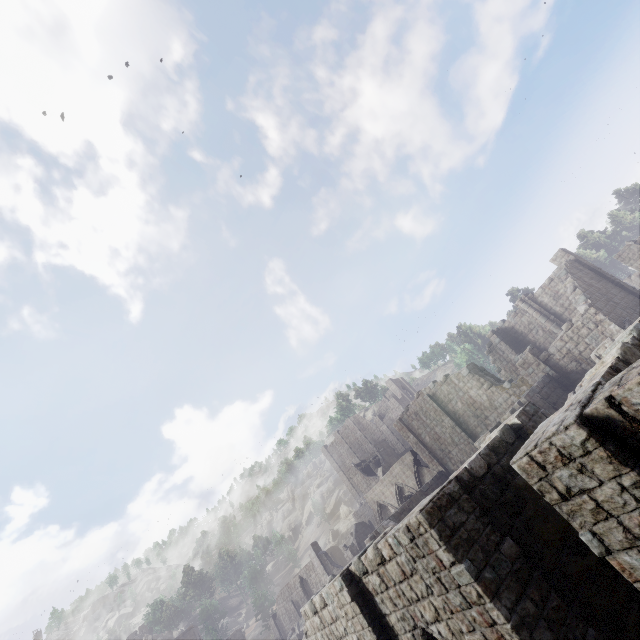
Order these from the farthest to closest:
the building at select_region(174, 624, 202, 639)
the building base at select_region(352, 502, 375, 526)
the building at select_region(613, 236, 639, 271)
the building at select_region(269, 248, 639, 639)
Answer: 1. the building base at select_region(352, 502, 375, 526)
2. the building at select_region(174, 624, 202, 639)
3. the building at select_region(613, 236, 639, 271)
4. the building at select_region(269, 248, 639, 639)

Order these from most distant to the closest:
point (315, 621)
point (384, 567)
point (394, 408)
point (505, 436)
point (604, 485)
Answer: point (394, 408), point (315, 621), point (505, 436), point (384, 567), point (604, 485)

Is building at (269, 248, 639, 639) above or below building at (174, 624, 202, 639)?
below

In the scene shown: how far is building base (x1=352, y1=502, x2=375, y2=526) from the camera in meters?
55.5 m

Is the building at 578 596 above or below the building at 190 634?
below

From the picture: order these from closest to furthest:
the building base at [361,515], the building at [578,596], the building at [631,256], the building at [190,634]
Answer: the building at [578,596]
the building at [631,256]
the building at [190,634]
the building base at [361,515]

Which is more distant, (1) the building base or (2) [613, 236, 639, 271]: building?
(1) the building base

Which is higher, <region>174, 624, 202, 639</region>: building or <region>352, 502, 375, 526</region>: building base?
<region>174, 624, 202, 639</region>: building
